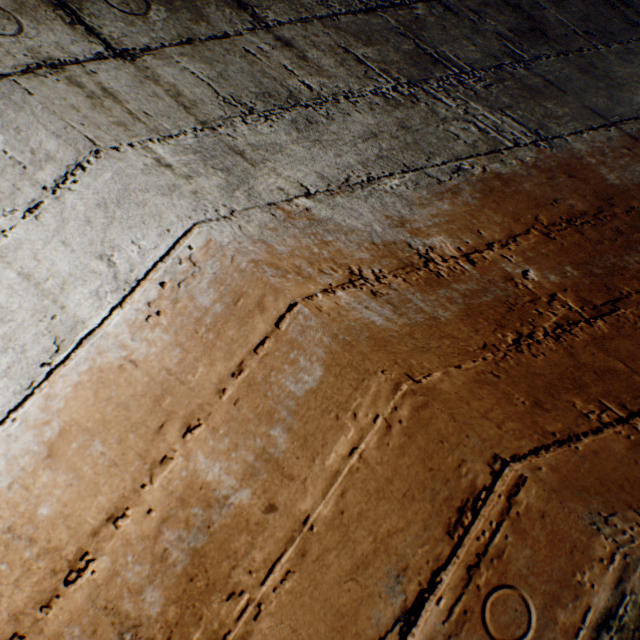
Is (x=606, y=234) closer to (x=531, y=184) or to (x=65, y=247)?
(x=531, y=184)
